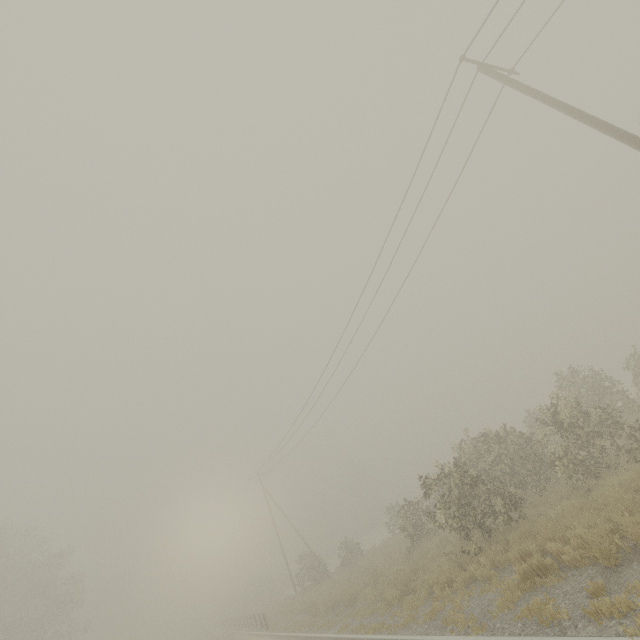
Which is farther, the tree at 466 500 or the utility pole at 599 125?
the tree at 466 500

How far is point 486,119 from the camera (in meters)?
12.10

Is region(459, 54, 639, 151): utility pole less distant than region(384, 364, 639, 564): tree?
Yes

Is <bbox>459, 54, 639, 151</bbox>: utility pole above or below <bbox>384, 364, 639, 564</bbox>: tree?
above

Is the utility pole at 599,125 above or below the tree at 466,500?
above
